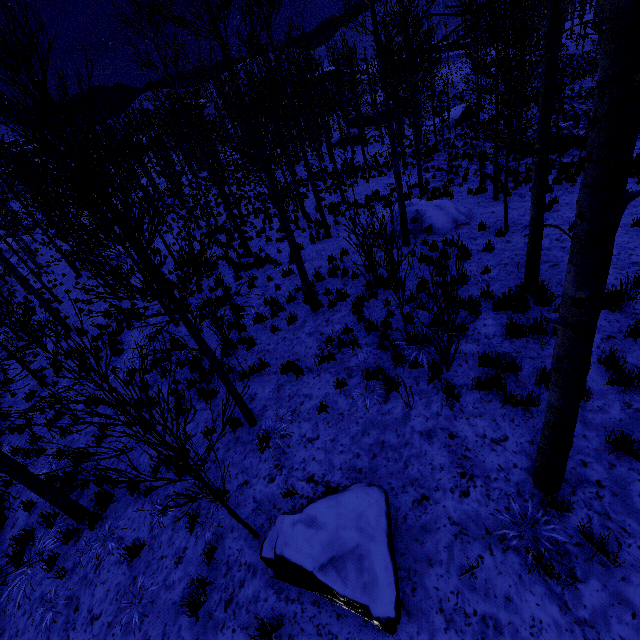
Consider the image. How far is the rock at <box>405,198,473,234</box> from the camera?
11.6m

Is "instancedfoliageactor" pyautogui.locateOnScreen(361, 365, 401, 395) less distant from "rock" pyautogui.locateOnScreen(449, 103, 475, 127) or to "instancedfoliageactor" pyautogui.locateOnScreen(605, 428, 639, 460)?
"instancedfoliageactor" pyautogui.locateOnScreen(605, 428, 639, 460)

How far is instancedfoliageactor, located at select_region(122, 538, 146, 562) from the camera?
5.3m

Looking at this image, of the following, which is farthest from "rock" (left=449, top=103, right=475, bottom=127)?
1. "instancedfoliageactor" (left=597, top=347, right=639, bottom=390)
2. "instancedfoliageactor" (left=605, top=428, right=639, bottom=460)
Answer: "instancedfoliageactor" (left=605, top=428, right=639, bottom=460)

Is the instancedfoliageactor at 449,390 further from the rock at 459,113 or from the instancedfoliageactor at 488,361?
the rock at 459,113

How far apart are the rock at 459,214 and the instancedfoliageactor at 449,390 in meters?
7.6

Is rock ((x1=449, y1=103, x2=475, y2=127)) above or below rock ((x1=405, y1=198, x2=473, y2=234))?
below

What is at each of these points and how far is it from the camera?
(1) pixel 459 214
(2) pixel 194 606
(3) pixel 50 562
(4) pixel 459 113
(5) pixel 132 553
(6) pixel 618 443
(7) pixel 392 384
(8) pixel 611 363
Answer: (1) rock, 11.9m
(2) instancedfoliageactor, 4.3m
(3) instancedfoliageactor, 6.1m
(4) rock, 34.7m
(5) instancedfoliageactor, 5.4m
(6) instancedfoliageactor, 4.0m
(7) instancedfoliageactor, 5.9m
(8) instancedfoliageactor, 4.9m
